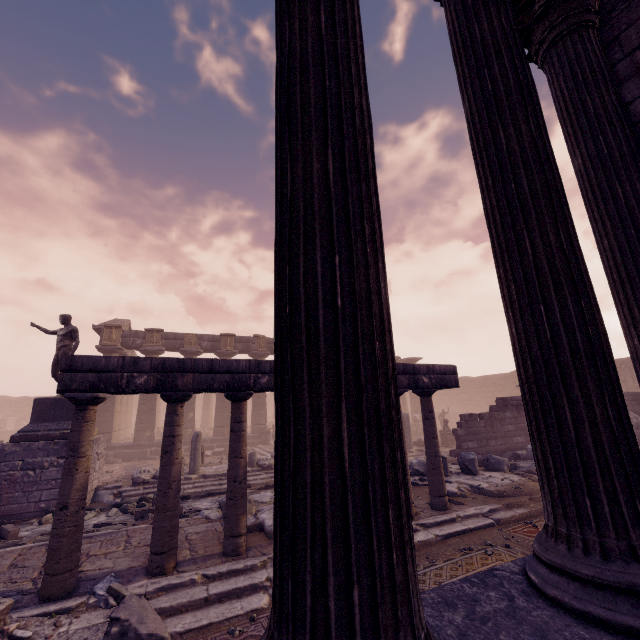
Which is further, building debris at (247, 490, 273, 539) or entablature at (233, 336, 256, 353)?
entablature at (233, 336, 256, 353)

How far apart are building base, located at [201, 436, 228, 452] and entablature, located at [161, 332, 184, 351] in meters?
5.3 m

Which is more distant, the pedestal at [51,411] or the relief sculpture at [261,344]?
the relief sculpture at [261,344]

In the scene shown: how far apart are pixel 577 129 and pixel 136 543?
8.5 meters

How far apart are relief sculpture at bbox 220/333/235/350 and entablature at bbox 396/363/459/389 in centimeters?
1554cm

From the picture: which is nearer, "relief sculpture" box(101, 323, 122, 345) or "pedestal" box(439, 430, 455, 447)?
"pedestal" box(439, 430, 455, 447)

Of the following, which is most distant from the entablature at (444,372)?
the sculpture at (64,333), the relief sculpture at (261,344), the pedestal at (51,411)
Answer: the relief sculpture at (261,344)
